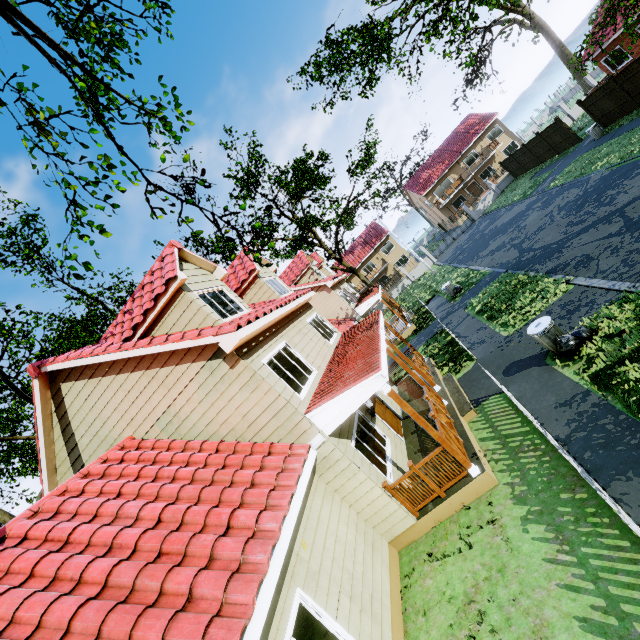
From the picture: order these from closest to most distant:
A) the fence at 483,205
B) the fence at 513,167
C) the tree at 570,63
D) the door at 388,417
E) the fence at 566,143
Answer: the tree at 570,63 → the door at 388,417 → the fence at 566,143 → the fence at 513,167 → the fence at 483,205

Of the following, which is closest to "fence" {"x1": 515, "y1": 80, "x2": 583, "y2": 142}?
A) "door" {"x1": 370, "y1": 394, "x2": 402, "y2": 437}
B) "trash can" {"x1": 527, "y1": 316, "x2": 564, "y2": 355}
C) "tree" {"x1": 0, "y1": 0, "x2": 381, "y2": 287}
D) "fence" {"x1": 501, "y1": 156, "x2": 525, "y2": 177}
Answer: "fence" {"x1": 501, "y1": 156, "x2": 525, "y2": 177}

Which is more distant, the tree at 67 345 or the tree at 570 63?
the tree at 67 345

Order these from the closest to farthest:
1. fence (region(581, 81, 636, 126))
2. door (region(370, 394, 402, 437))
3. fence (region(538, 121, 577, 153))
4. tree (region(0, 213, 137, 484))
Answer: door (region(370, 394, 402, 437)) → tree (region(0, 213, 137, 484)) → fence (region(581, 81, 636, 126)) → fence (region(538, 121, 577, 153))

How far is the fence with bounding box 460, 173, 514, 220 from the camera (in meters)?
35.19

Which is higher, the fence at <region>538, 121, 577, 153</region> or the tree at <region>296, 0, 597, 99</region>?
the tree at <region>296, 0, 597, 99</region>

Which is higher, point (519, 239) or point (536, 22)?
point (536, 22)
